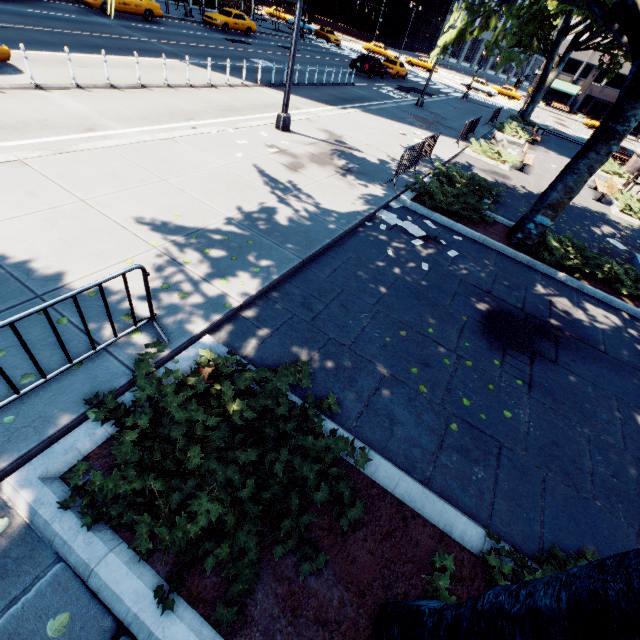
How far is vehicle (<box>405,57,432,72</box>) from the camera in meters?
49.1 m

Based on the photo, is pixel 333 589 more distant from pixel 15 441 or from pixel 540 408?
pixel 540 408

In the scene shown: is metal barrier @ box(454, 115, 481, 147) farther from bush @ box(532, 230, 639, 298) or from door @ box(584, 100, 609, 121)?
door @ box(584, 100, 609, 121)

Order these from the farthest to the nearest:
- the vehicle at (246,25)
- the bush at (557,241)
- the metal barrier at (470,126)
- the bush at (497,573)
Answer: the vehicle at (246,25) → the metal barrier at (470,126) → the bush at (557,241) → the bush at (497,573)

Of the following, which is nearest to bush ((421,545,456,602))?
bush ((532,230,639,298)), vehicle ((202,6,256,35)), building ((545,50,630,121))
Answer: bush ((532,230,639,298))

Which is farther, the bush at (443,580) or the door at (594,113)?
the door at (594,113)

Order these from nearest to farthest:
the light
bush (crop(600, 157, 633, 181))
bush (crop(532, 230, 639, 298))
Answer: bush (crop(532, 230, 639, 298))
the light
bush (crop(600, 157, 633, 181))

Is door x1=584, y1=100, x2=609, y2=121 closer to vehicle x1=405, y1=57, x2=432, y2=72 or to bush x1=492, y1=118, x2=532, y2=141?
vehicle x1=405, y1=57, x2=432, y2=72
